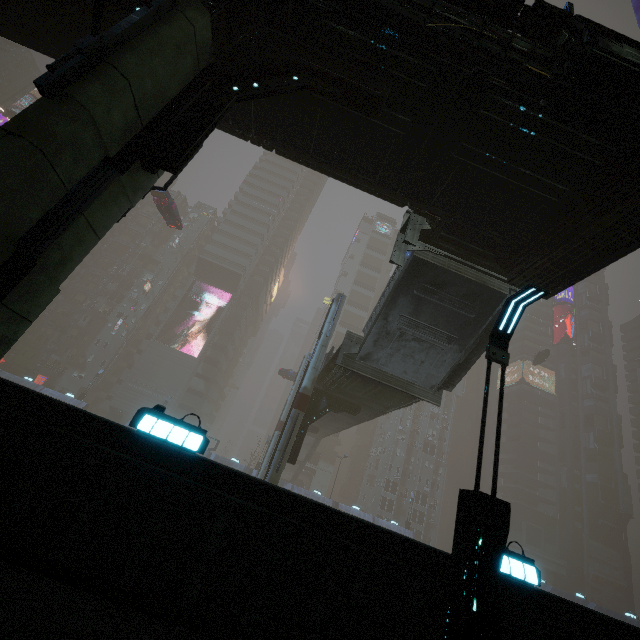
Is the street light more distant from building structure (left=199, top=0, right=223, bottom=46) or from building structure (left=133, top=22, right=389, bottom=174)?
building structure (left=199, top=0, right=223, bottom=46)

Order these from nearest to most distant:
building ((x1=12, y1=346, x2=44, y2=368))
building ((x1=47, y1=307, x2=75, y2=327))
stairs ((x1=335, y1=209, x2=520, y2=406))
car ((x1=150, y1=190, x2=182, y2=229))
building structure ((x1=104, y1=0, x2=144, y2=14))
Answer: building structure ((x1=104, y1=0, x2=144, y2=14))
stairs ((x1=335, y1=209, x2=520, y2=406))
car ((x1=150, y1=190, x2=182, y2=229))
building ((x1=12, y1=346, x2=44, y2=368))
building ((x1=47, y1=307, x2=75, y2=327))

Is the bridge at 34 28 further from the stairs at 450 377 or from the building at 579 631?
the building at 579 631

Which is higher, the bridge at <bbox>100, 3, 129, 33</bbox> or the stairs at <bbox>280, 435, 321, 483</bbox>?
the bridge at <bbox>100, 3, 129, 33</bbox>

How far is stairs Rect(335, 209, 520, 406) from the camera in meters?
12.9 m

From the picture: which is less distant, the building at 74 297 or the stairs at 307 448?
the stairs at 307 448

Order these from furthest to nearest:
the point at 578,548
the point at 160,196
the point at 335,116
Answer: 1. the point at 578,548
2. the point at 160,196
3. the point at 335,116

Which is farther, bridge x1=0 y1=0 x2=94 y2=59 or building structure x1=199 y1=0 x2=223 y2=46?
bridge x1=0 y1=0 x2=94 y2=59
